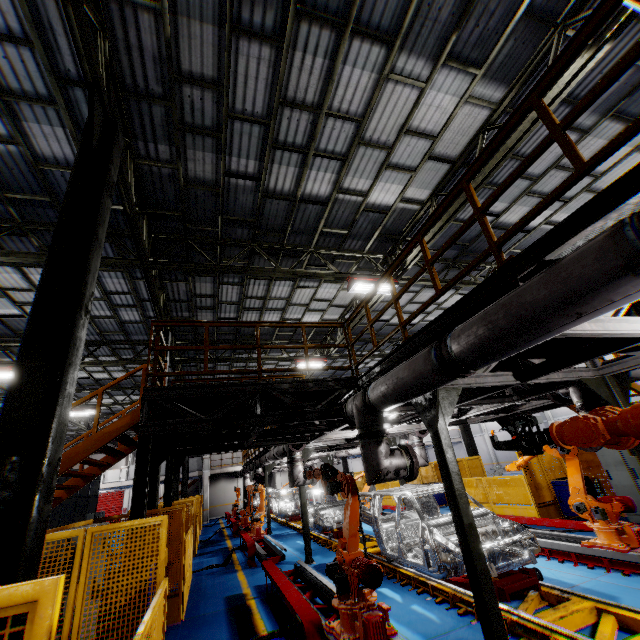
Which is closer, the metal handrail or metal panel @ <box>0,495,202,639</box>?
metal panel @ <box>0,495,202,639</box>

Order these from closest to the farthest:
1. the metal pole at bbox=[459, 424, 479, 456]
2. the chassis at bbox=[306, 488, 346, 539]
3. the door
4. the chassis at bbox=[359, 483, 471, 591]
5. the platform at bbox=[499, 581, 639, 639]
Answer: the platform at bbox=[499, 581, 639, 639], the chassis at bbox=[359, 483, 471, 591], the chassis at bbox=[306, 488, 346, 539], the metal pole at bbox=[459, 424, 479, 456], the door

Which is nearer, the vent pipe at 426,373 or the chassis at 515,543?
the vent pipe at 426,373

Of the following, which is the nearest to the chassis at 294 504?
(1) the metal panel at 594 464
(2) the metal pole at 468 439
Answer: (1) the metal panel at 594 464

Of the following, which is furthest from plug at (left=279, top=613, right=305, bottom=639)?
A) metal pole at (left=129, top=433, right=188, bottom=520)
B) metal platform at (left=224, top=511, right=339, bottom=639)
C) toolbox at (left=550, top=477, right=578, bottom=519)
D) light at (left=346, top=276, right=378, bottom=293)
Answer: toolbox at (left=550, top=477, right=578, bottom=519)

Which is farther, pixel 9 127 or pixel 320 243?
pixel 320 243

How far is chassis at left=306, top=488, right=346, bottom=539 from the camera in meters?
12.2 m

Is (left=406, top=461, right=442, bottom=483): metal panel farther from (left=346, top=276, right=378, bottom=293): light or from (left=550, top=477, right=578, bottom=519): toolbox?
(left=346, top=276, right=378, bottom=293): light
